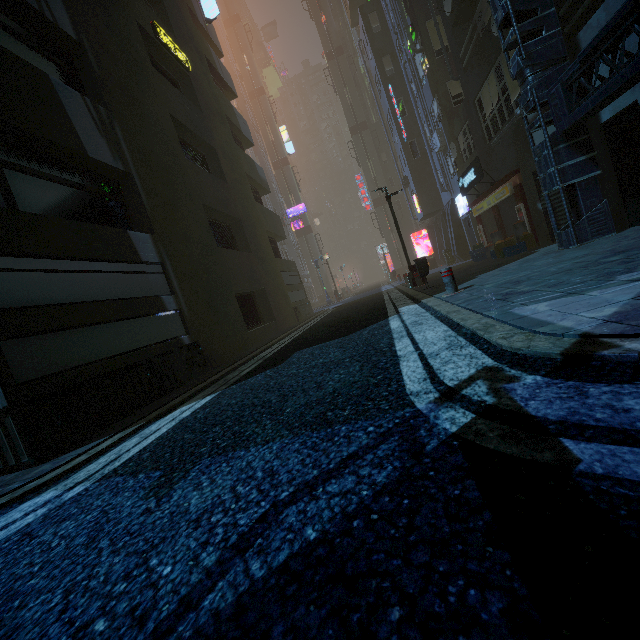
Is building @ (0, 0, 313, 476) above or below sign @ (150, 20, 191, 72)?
below

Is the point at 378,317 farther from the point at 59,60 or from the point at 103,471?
the point at 59,60

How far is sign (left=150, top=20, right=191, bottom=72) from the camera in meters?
11.0

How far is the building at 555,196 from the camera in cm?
992

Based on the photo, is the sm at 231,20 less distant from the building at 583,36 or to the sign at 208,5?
the building at 583,36

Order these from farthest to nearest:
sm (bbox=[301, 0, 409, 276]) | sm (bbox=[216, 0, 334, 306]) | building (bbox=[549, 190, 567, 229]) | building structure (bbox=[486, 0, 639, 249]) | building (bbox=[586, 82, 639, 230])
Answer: sm (bbox=[216, 0, 334, 306]) → sm (bbox=[301, 0, 409, 276]) → building (bbox=[549, 190, 567, 229]) → building (bbox=[586, 82, 639, 230]) → building structure (bbox=[486, 0, 639, 249])

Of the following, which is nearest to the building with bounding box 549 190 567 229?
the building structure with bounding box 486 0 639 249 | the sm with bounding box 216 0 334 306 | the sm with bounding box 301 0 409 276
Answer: the building structure with bounding box 486 0 639 249

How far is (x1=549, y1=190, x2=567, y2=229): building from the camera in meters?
9.9
